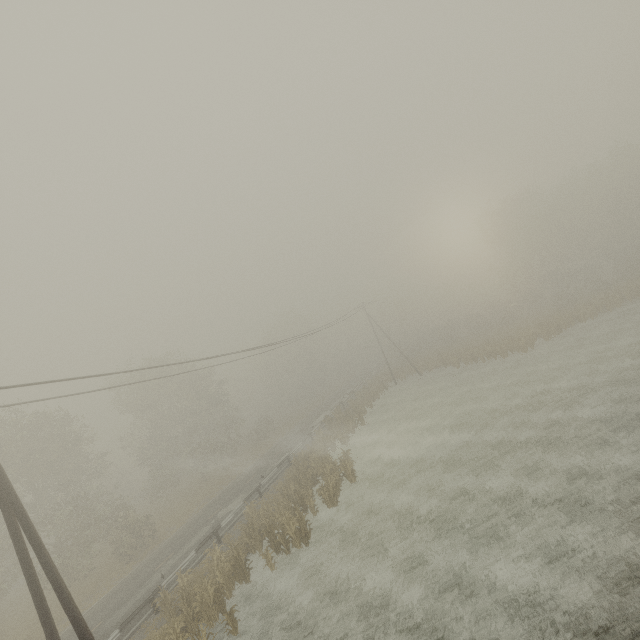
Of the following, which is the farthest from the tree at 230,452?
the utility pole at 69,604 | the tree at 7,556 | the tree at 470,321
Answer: the utility pole at 69,604

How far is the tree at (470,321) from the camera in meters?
51.3

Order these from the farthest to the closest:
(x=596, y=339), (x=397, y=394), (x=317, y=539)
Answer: (x=397, y=394)
(x=596, y=339)
(x=317, y=539)

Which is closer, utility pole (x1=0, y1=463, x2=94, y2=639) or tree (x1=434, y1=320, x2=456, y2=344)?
utility pole (x1=0, y1=463, x2=94, y2=639)

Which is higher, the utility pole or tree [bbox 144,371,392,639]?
the utility pole

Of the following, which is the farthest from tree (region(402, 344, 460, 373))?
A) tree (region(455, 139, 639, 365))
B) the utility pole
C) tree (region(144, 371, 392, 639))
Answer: the utility pole

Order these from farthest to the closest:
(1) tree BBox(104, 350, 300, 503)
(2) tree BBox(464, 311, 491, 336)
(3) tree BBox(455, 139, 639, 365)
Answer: (2) tree BBox(464, 311, 491, 336) → (1) tree BBox(104, 350, 300, 503) → (3) tree BBox(455, 139, 639, 365)

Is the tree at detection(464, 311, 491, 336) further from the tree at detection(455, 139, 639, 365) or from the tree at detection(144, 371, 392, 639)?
the tree at detection(144, 371, 392, 639)
